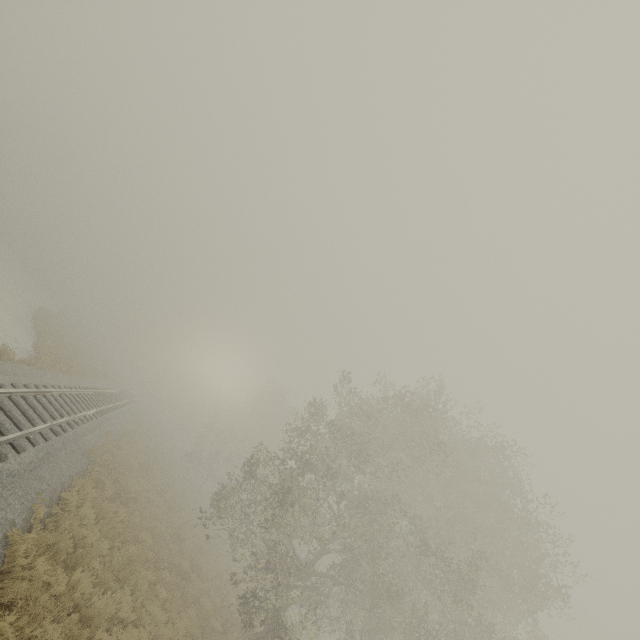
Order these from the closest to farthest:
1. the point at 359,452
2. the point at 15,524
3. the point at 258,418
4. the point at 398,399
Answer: the point at 15,524
the point at 398,399
the point at 359,452
the point at 258,418
